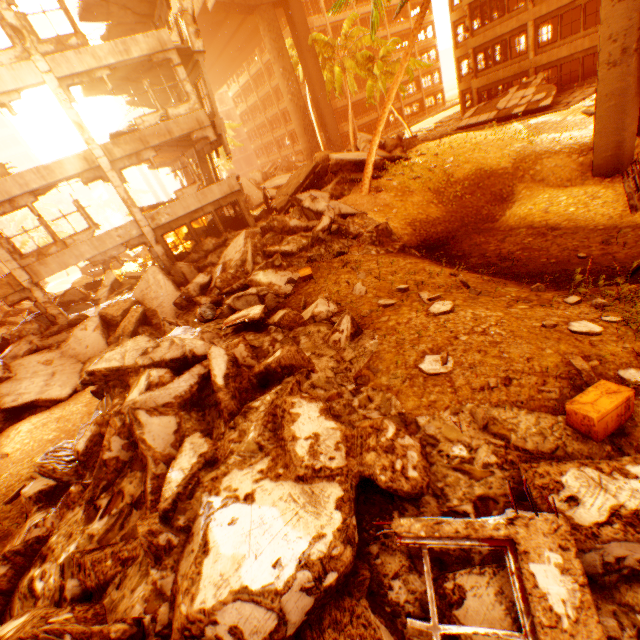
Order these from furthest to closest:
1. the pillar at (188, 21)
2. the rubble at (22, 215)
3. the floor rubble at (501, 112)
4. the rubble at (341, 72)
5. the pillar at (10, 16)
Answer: the rubble at (22, 215) < the floor rubble at (501, 112) < the pillar at (188, 21) < the rubble at (341, 72) < the pillar at (10, 16)

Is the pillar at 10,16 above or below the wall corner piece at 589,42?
above

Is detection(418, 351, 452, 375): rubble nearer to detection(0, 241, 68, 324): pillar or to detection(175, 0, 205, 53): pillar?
detection(0, 241, 68, 324): pillar

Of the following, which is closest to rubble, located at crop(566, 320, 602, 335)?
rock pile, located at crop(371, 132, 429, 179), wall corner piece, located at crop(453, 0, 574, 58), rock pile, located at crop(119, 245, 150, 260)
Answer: rock pile, located at crop(371, 132, 429, 179)

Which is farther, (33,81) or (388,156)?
(388,156)

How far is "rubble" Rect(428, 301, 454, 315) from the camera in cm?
660

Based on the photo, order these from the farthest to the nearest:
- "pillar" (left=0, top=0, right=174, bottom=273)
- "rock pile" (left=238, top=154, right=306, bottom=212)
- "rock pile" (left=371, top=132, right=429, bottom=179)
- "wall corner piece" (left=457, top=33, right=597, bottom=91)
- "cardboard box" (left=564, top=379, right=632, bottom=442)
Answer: "rock pile" (left=238, top=154, right=306, bottom=212) < "wall corner piece" (left=457, top=33, right=597, bottom=91) < "rock pile" (left=371, top=132, right=429, bottom=179) < "pillar" (left=0, top=0, right=174, bottom=273) < "cardboard box" (left=564, top=379, right=632, bottom=442)
